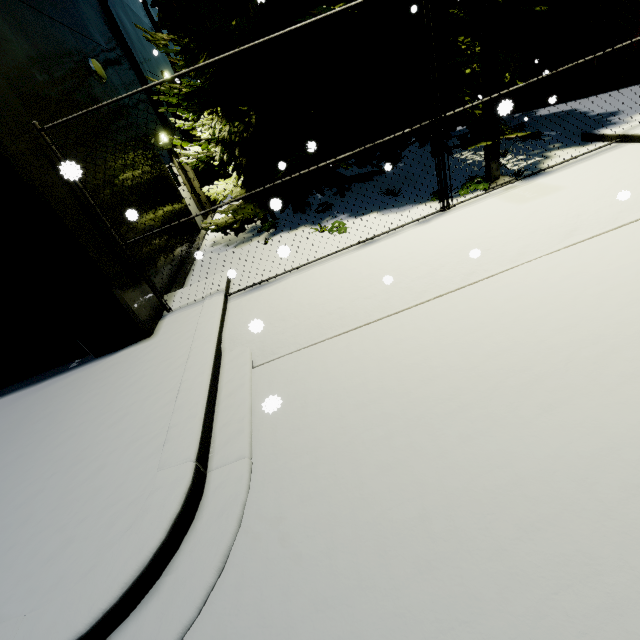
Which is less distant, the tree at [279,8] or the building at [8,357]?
the building at [8,357]

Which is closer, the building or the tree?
the building

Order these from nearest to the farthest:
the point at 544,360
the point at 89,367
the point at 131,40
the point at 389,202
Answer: the point at 544,360 → the point at 89,367 → the point at 389,202 → the point at 131,40
